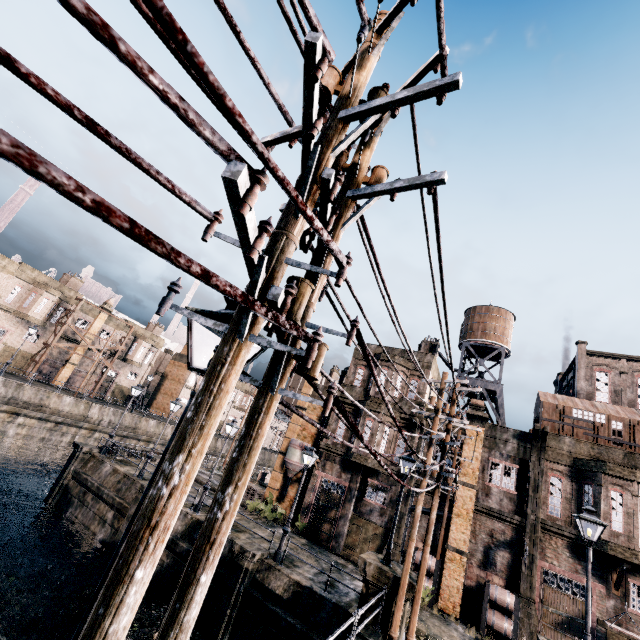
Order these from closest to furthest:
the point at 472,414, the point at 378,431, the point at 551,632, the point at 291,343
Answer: the point at 291,343 < the point at 551,632 < the point at 472,414 < the point at 378,431

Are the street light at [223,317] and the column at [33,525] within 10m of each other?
no

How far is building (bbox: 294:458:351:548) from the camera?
24.42m

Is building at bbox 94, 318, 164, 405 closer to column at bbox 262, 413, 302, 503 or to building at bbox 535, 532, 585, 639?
building at bbox 535, 532, 585, 639

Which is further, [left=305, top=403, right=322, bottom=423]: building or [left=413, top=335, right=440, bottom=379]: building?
[left=305, top=403, right=322, bottom=423]: building

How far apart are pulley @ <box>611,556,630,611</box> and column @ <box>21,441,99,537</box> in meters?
34.2 m

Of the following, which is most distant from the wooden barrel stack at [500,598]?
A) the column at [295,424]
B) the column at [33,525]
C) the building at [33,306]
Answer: the building at [33,306]

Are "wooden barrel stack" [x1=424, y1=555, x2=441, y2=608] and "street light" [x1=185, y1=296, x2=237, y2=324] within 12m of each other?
no
